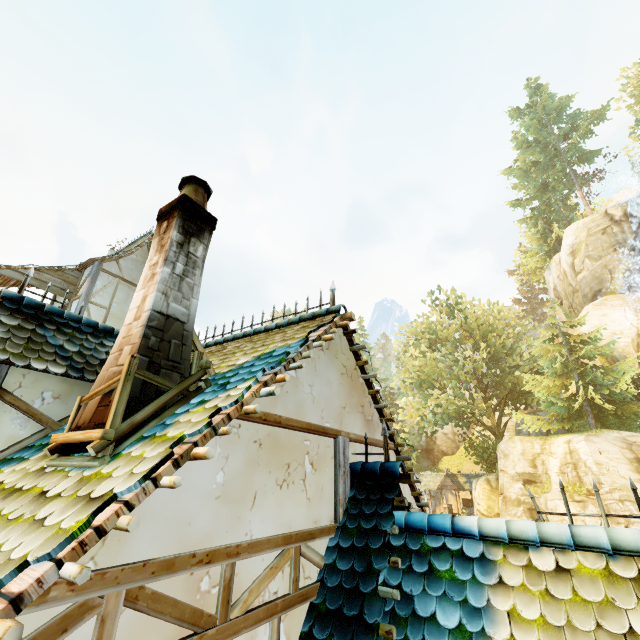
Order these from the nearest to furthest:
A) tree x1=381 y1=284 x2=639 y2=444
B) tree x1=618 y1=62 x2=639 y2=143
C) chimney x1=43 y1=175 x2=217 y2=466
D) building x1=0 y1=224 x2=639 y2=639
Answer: building x1=0 y1=224 x2=639 y2=639 < chimney x1=43 y1=175 x2=217 y2=466 < tree x1=381 y1=284 x2=639 y2=444 < tree x1=618 y1=62 x2=639 y2=143

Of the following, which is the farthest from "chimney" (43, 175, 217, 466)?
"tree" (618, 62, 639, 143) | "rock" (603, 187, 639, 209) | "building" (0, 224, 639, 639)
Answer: "rock" (603, 187, 639, 209)

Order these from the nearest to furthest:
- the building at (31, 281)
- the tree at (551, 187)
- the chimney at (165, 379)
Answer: the building at (31, 281) → the chimney at (165, 379) → the tree at (551, 187)

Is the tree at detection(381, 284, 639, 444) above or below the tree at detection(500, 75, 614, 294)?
below

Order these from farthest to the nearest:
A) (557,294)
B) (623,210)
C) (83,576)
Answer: (557,294), (623,210), (83,576)

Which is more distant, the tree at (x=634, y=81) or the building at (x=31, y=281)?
the tree at (x=634, y=81)
